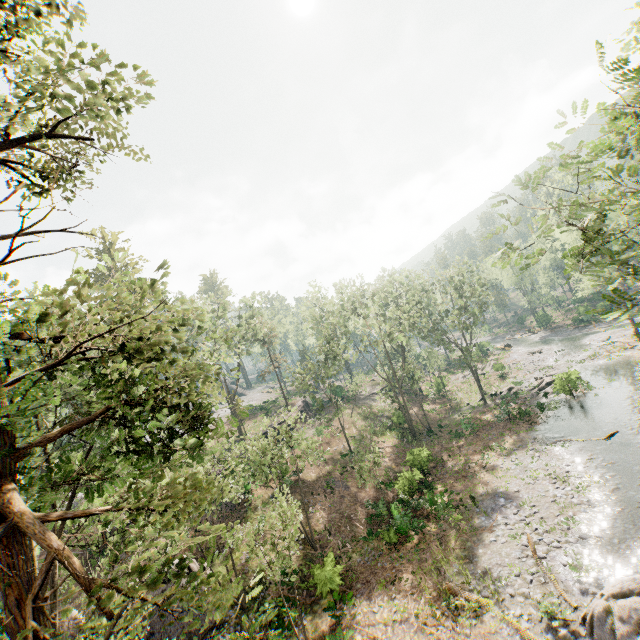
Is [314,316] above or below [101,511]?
above

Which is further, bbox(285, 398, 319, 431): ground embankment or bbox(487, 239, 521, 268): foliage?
bbox(285, 398, 319, 431): ground embankment

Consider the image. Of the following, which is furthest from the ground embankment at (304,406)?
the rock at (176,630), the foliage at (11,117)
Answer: the rock at (176,630)

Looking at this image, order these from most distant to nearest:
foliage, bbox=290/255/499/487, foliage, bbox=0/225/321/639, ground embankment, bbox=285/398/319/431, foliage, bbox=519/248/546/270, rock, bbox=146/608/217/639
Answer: ground embankment, bbox=285/398/319/431, foliage, bbox=290/255/499/487, rock, bbox=146/608/217/639, foliage, bbox=519/248/546/270, foliage, bbox=0/225/321/639

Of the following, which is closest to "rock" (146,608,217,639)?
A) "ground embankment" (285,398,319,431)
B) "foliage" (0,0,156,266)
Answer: "foliage" (0,0,156,266)

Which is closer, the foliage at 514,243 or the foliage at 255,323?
the foliage at 255,323

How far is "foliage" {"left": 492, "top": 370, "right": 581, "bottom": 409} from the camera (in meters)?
30.48
